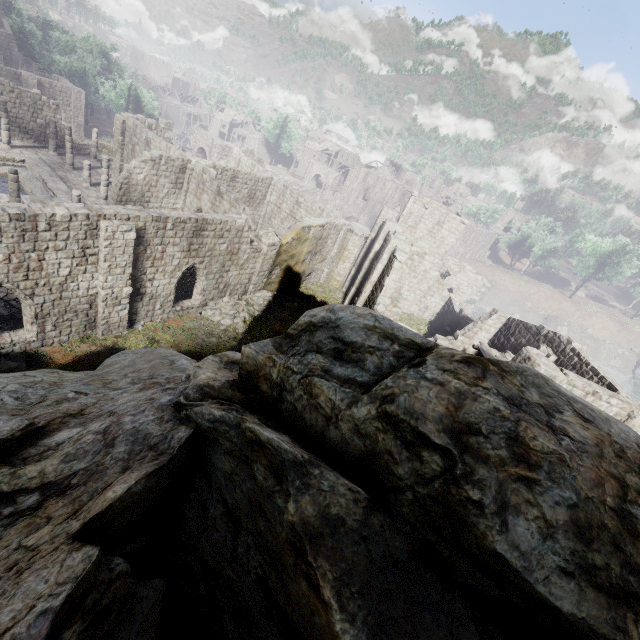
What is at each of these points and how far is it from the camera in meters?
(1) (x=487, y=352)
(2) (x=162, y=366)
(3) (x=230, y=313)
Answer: (1) wooden plank rubble, 16.5 m
(2) rock, 5.4 m
(3) rubble, 21.3 m

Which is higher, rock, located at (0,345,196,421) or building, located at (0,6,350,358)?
rock, located at (0,345,196,421)

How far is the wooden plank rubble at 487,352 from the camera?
16.2 meters

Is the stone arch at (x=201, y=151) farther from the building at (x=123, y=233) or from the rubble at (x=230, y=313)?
the rubble at (x=230, y=313)

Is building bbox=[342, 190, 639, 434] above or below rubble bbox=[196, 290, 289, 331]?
above

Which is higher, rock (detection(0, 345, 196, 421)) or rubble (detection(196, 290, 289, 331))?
rock (detection(0, 345, 196, 421))

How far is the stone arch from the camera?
48.9m

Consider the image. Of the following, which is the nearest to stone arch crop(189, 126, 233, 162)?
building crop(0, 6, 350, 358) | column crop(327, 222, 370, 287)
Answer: building crop(0, 6, 350, 358)
